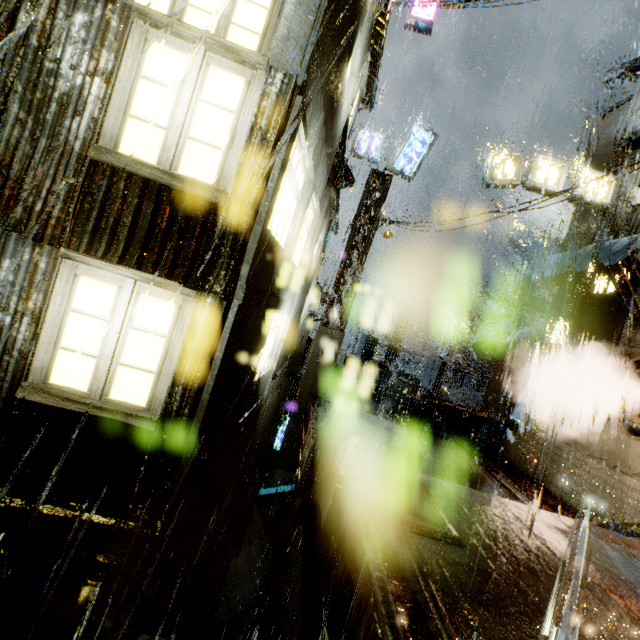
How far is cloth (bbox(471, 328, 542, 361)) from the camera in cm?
1491

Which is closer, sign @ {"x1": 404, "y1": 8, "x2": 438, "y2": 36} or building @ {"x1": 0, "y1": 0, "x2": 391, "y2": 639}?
building @ {"x1": 0, "y1": 0, "x2": 391, "y2": 639}

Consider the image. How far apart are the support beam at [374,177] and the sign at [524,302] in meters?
7.0 m

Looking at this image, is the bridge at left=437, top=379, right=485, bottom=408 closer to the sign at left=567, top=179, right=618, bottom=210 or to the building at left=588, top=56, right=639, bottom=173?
the building at left=588, top=56, right=639, bottom=173

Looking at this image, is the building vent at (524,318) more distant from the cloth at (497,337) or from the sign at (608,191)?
the sign at (608,191)

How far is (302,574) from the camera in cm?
820

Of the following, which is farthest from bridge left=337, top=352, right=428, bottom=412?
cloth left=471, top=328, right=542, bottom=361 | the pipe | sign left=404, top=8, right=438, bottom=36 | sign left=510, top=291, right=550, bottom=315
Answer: sign left=404, top=8, right=438, bottom=36

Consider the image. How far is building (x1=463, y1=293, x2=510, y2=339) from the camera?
30.2 meters
